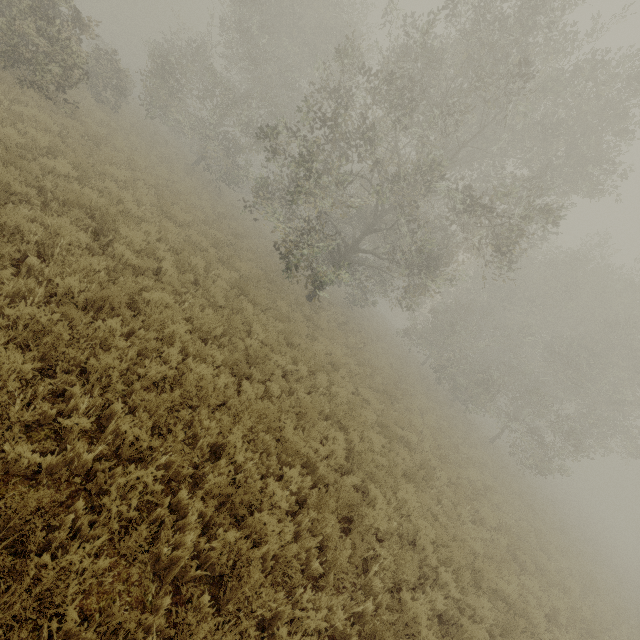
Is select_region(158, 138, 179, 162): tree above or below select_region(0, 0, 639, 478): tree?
below

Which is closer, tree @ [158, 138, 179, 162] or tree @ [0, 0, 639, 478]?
tree @ [0, 0, 639, 478]

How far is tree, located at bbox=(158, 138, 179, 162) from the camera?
20.0 meters

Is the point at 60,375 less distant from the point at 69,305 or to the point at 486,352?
the point at 69,305

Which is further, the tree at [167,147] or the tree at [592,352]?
the tree at [167,147]

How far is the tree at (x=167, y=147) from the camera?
20.0m
